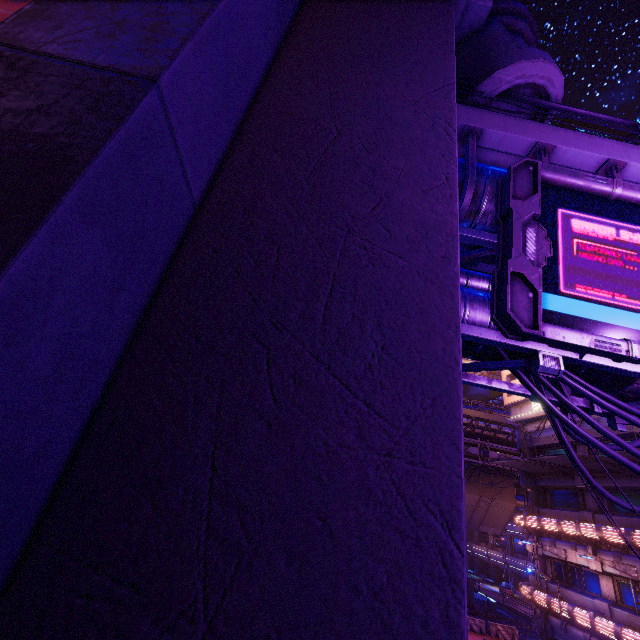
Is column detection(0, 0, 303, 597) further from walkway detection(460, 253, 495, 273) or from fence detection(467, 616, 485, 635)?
fence detection(467, 616, 485, 635)

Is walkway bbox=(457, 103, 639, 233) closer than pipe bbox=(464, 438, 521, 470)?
Yes

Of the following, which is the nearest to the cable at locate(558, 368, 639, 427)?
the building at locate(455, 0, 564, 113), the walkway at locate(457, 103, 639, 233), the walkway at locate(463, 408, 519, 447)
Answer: the walkway at locate(457, 103, 639, 233)

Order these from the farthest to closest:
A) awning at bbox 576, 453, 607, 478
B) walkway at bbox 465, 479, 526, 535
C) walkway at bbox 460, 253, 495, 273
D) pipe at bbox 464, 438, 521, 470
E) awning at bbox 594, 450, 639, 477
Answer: walkway at bbox 465, 479, 526, 535 → pipe at bbox 464, 438, 521, 470 → awning at bbox 576, 453, 607, 478 → awning at bbox 594, 450, 639, 477 → walkway at bbox 460, 253, 495, 273

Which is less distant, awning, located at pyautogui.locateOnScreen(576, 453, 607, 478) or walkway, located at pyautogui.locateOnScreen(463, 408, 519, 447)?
awning, located at pyautogui.locateOnScreen(576, 453, 607, 478)

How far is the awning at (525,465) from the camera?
20.6 meters

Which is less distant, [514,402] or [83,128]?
[83,128]

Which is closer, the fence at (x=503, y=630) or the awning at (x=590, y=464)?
the awning at (x=590, y=464)
